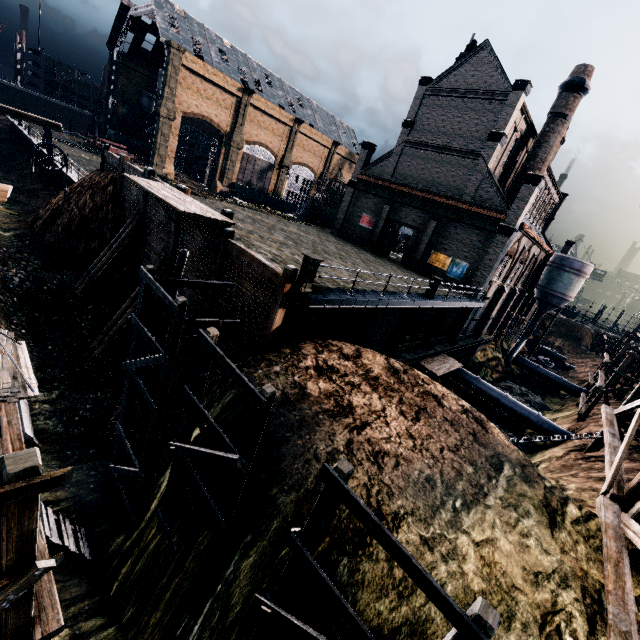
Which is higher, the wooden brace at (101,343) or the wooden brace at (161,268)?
the wooden brace at (161,268)

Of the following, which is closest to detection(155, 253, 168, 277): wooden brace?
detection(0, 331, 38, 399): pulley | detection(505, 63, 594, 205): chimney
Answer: detection(0, 331, 38, 399): pulley

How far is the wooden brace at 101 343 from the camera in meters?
18.4 m

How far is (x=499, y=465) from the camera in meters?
11.2

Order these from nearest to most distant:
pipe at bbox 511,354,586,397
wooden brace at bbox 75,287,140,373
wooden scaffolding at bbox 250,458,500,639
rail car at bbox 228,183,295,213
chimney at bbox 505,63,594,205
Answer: wooden scaffolding at bbox 250,458,500,639 → wooden brace at bbox 75,287,140,373 → chimney at bbox 505,63,594,205 → pipe at bbox 511,354,586,397 → rail car at bbox 228,183,295,213

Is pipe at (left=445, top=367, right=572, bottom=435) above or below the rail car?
below

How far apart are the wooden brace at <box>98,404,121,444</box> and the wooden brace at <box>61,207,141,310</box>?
9.52m

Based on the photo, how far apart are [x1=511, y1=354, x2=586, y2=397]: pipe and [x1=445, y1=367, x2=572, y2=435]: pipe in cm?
1844
